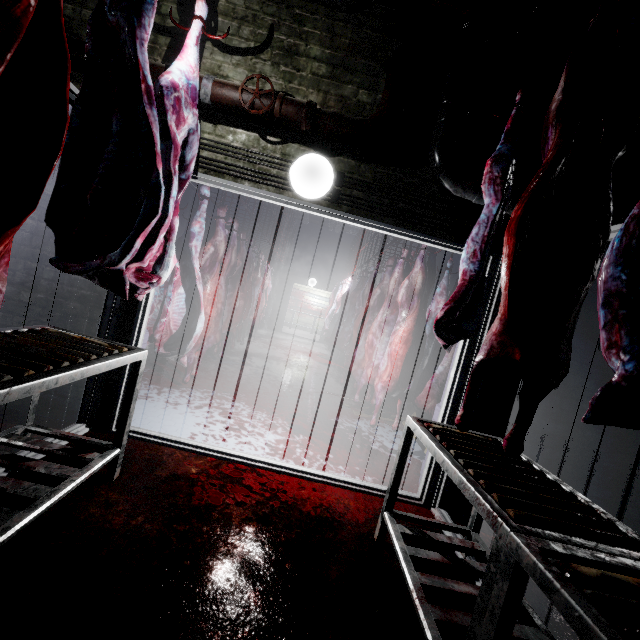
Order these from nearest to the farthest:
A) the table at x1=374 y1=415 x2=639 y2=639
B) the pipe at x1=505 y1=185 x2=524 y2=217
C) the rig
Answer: the table at x1=374 y1=415 x2=639 y2=639
the rig
the pipe at x1=505 y1=185 x2=524 y2=217

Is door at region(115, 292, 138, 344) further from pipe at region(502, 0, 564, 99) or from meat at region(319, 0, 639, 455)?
meat at region(319, 0, 639, 455)

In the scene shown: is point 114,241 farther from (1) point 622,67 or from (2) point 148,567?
→ (1) point 622,67

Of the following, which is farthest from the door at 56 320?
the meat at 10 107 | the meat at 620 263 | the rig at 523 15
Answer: the meat at 620 263

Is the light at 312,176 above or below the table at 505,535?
above

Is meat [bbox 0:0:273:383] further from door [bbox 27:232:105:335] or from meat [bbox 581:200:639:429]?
meat [bbox 581:200:639:429]

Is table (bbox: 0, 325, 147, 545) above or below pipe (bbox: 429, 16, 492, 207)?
below

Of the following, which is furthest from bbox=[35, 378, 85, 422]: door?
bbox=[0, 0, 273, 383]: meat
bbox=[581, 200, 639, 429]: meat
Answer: bbox=[581, 200, 639, 429]: meat
